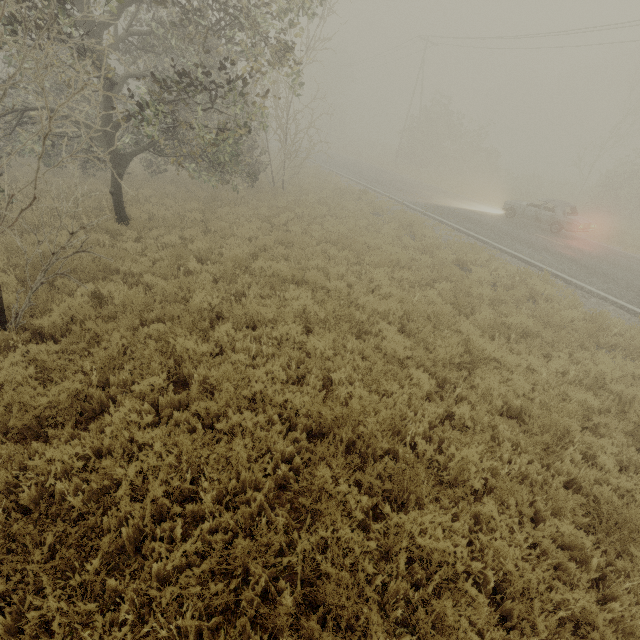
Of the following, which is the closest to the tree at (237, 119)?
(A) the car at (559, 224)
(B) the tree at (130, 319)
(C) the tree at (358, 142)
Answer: (B) the tree at (130, 319)

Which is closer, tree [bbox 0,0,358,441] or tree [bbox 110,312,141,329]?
tree [bbox 0,0,358,441]

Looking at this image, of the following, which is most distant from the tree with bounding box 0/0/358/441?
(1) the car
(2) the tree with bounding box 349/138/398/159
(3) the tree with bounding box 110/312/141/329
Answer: (1) the car

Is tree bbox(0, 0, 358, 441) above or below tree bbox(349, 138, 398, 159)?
above

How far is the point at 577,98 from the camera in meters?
50.2 m

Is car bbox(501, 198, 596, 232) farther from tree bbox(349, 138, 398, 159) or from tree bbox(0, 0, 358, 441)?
tree bbox(0, 0, 358, 441)

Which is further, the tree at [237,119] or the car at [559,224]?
the car at [559,224]

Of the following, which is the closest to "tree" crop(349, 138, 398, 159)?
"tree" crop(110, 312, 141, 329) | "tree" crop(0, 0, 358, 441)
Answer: "tree" crop(0, 0, 358, 441)
